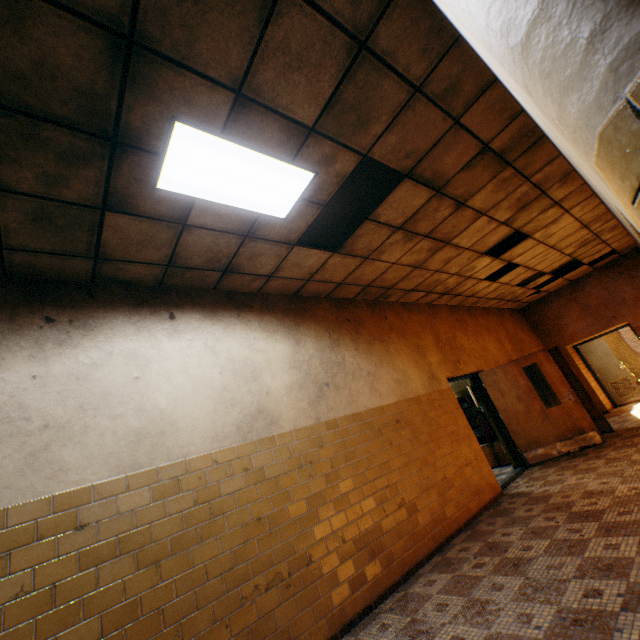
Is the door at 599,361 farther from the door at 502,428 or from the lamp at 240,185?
the lamp at 240,185

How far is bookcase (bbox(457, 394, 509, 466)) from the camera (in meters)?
7.80

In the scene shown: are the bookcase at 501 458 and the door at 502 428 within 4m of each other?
yes

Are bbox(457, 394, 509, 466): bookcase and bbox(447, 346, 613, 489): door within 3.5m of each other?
yes

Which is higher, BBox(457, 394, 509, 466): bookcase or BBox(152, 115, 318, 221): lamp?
BBox(152, 115, 318, 221): lamp

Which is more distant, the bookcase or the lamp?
the bookcase

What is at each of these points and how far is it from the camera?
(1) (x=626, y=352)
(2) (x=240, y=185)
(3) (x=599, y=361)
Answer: (1) tree, 18.4 meters
(2) lamp, 2.9 meters
(3) door, 11.0 meters

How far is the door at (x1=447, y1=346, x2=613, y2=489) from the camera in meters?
6.6
